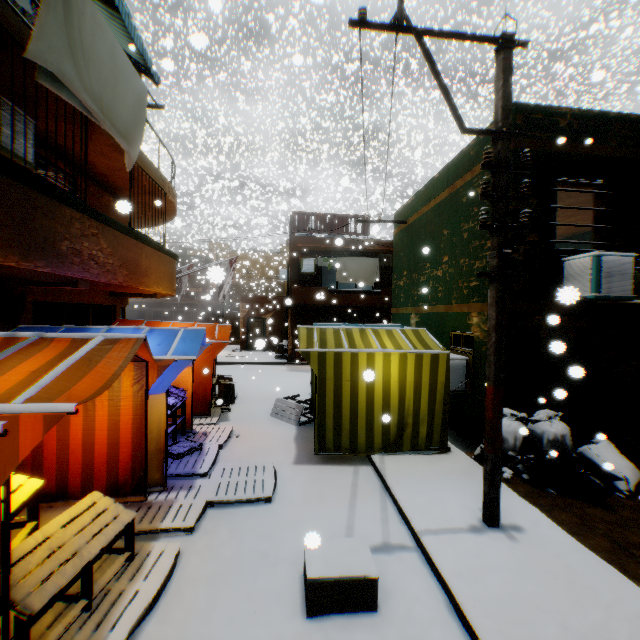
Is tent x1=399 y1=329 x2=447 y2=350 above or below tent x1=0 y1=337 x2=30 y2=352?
below

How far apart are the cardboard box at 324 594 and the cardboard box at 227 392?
3.6m

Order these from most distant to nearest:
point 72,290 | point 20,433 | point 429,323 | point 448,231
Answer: point 429,323 < point 448,231 < point 72,290 < point 20,433

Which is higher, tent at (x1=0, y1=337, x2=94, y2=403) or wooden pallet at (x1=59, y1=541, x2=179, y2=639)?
tent at (x1=0, y1=337, x2=94, y2=403)

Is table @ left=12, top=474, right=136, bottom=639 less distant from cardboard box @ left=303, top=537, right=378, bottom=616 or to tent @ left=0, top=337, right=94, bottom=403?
tent @ left=0, top=337, right=94, bottom=403

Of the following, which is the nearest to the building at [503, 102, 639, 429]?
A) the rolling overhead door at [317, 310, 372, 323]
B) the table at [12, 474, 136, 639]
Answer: the rolling overhead door at [317, 310, 372, 323]

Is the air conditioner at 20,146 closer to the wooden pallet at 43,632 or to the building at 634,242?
the building at 634,242
